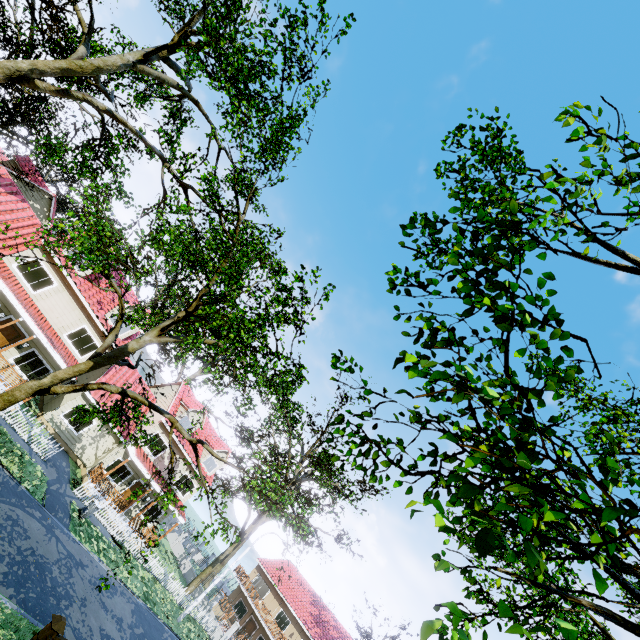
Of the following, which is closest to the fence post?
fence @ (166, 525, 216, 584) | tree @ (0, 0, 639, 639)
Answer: fence @ (166, 525, 216, 584)

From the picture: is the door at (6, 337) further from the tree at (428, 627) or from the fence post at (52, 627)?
the tree at (428, 627)

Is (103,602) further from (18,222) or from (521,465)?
(18,222)

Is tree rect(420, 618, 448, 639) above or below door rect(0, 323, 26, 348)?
above

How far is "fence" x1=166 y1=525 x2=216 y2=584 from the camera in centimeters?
3409cm

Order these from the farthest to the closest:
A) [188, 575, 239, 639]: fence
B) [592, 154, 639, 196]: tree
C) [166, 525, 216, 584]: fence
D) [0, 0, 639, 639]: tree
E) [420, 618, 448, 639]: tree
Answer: [166, 525, 216, 584]: fence, [188, 575, 239, 639]: fence, [592, 154, 639, 196]: tree, [0, 0, 639, 639]: tree, [420, 618, 448, 639]: tree

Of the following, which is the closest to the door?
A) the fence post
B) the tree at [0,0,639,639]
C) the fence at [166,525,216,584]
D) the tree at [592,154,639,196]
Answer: the fence at [166,525,216,584]

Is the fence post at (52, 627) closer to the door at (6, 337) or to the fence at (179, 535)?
the fence at (179, 535)
